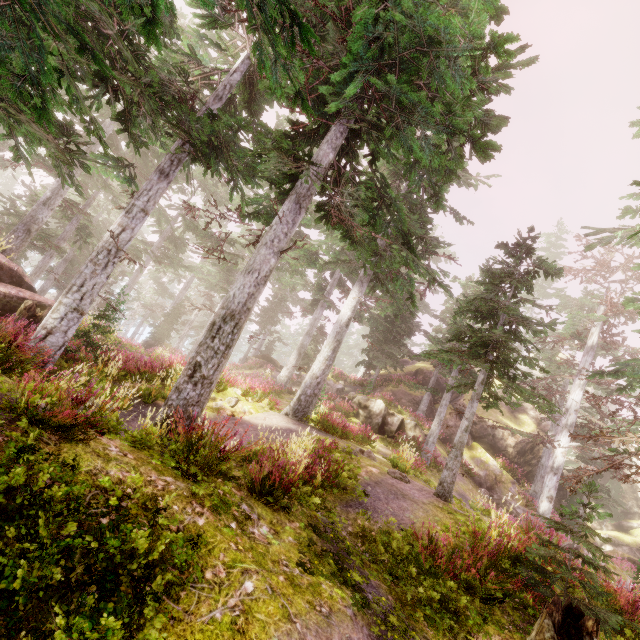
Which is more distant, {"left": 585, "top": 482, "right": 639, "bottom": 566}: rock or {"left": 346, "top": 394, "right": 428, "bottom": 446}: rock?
{"left": 585, "top": 482, "right": 639, "bottom": 566}: rock

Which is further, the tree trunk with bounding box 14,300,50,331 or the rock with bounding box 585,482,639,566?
the rock with bounding box 585,482,639,566

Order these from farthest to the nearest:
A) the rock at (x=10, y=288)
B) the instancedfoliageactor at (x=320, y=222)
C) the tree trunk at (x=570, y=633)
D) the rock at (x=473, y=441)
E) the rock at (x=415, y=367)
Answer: the rock at (x=415, y=367) < the rock at (x=473, y=441) < the rock at (x=10, y=288) < the tree trunk at (x=570, y=633) < the instancedfoliageactor at (x=320, y=222)

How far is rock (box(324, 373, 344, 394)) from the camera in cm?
2776

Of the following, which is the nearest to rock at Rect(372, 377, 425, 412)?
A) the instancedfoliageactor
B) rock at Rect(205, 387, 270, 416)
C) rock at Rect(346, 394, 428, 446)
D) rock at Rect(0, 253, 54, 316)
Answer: the instancedfoliageactor

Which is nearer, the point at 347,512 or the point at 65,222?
the point at 347,512

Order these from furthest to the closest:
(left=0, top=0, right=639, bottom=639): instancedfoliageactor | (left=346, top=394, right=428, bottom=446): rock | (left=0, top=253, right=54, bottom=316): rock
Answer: (left=346, top=394, right=428, bottom=446): rock < (left=0, top=253, right=54, bottom=316): rock < (left=0, top=0, right=639, bottom=639): instancedfoliageactor

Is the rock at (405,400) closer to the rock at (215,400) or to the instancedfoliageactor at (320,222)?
the instancedfoliageactor at (320,222)
